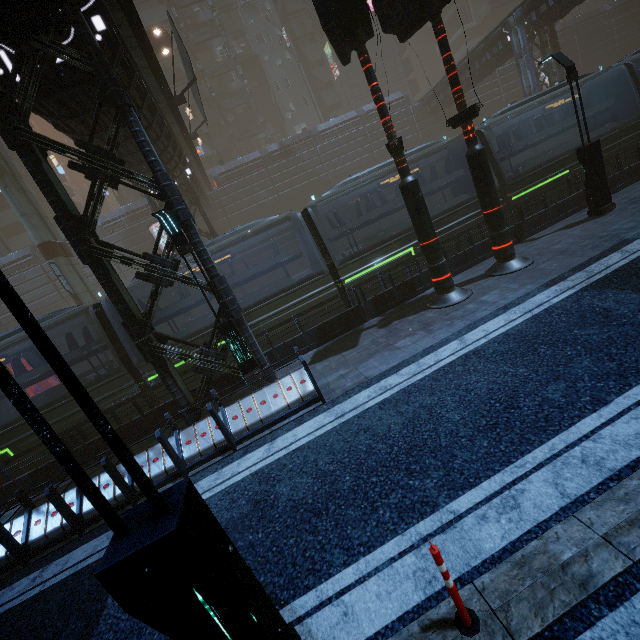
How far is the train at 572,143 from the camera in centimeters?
1388cm

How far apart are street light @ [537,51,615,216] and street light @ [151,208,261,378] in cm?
1286

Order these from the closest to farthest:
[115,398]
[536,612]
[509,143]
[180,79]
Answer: [536,612]
[115,398]
[509,143]
[180,79]

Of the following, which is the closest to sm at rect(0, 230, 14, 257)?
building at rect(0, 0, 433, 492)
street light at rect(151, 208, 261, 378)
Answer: building at rect(0, 0, 433, 492)

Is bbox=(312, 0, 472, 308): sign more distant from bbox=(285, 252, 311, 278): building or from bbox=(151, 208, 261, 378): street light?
bbox=(151, 208, 261, 378): street light

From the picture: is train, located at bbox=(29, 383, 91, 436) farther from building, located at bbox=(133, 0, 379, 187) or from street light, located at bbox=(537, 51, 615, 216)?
street light, located at bbox=(537, 51, 615, 216)

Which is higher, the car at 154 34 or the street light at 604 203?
the car at 154 34

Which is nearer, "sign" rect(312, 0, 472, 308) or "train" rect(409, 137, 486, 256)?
"sign" rect(312, 0, 472, 308)
